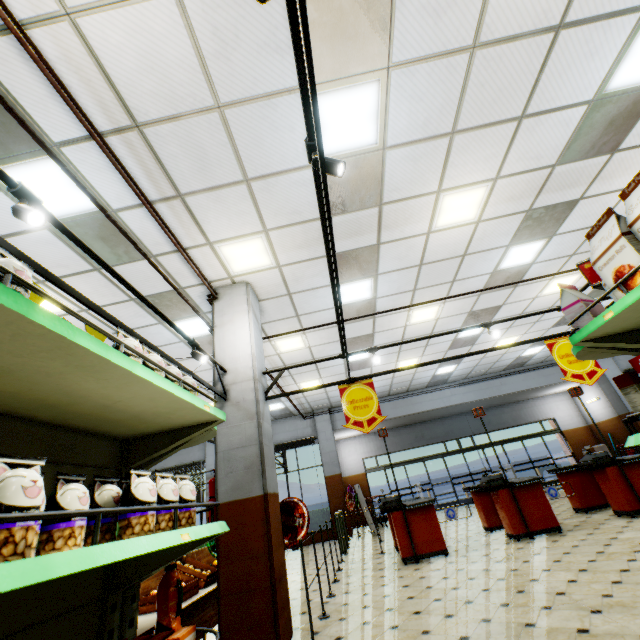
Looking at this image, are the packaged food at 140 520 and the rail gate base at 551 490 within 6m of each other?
no

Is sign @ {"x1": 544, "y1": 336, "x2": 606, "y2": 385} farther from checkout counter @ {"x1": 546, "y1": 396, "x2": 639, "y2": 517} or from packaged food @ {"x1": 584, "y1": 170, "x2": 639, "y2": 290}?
packaged food @ {"x1": 584, "y1": 170, "x2": 639, "y2": 290}

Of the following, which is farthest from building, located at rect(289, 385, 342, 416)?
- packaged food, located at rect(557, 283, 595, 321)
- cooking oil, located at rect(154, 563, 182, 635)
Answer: packaged food, located at rect(557, 283, 595, 321)

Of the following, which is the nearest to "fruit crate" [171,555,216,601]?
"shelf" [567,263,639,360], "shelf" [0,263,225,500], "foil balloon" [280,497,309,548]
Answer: "foil balloon" [280,497,309,548]

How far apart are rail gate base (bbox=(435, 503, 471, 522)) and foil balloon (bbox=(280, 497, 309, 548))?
3.6 meters

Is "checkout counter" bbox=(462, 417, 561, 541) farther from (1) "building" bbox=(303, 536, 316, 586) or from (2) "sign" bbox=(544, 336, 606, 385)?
(2) "sign" bbox=(544, 336, 606, 385)

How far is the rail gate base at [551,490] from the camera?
6.90m

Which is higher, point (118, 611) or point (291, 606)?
point (118, 611)
